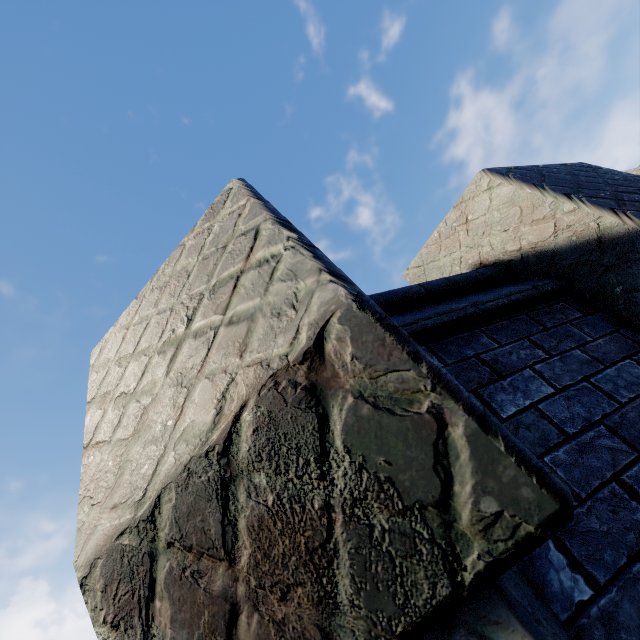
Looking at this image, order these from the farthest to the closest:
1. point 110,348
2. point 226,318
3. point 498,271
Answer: point 498,271, point 110,348, point 226,318
